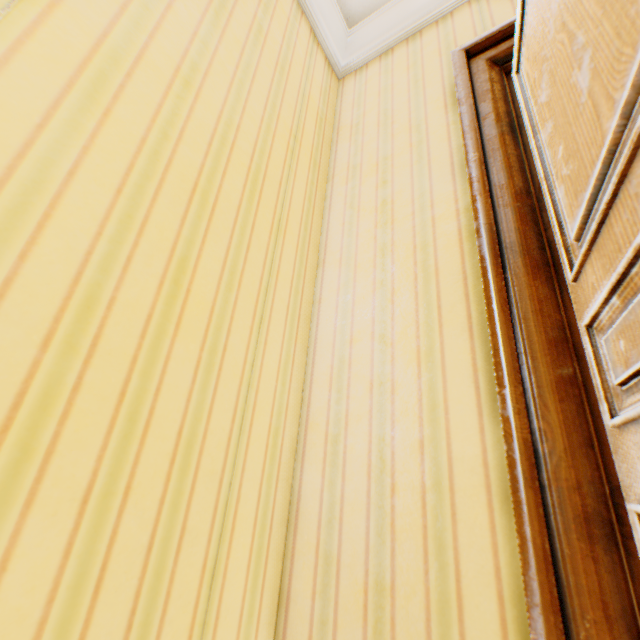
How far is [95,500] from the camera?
0.61m
